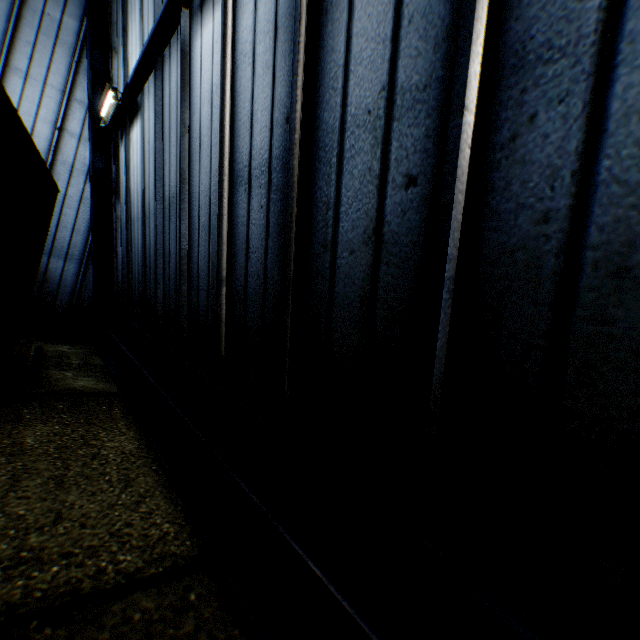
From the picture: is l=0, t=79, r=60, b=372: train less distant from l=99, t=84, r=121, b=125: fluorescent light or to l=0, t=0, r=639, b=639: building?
l=0, t=0, r=639, b=639: building

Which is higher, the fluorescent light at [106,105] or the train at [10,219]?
the fluorescent light at [106,105]

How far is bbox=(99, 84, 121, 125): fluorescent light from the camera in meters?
6.9 m

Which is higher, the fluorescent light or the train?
the fluorescent light

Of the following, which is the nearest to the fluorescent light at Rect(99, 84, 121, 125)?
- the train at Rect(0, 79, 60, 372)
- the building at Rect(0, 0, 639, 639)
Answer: the building at Rect(0, 0, 639, 639)

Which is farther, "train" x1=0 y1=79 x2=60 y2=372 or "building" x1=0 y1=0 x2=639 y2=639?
"train" x1=0 y1=79 x2=60 y2=372

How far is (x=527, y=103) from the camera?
1.43m

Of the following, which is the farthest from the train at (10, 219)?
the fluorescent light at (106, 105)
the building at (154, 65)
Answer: the fluorescent light at (106, 105)
